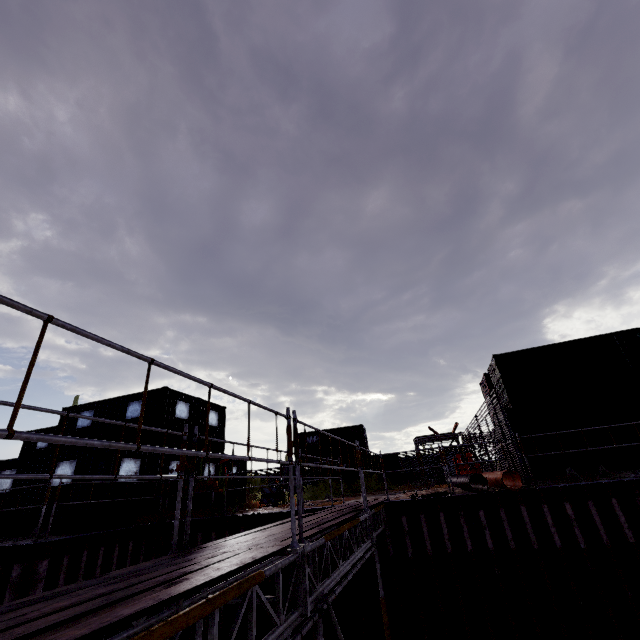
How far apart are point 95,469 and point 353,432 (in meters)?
20.59

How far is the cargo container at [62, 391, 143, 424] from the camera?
14.4 meters

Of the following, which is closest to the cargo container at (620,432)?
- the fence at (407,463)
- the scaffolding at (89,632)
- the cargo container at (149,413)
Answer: the scaffolding at (89,632)

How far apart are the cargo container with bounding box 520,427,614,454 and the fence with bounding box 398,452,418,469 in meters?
17.2

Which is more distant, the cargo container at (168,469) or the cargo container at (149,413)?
the cargo container at (149,413)

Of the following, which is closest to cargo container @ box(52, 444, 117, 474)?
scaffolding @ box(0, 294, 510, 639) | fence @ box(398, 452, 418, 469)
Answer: fence @ box(398, 452, 418, 469)

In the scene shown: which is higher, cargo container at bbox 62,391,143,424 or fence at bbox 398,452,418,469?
cargo container at bbox 62,391,143,424
